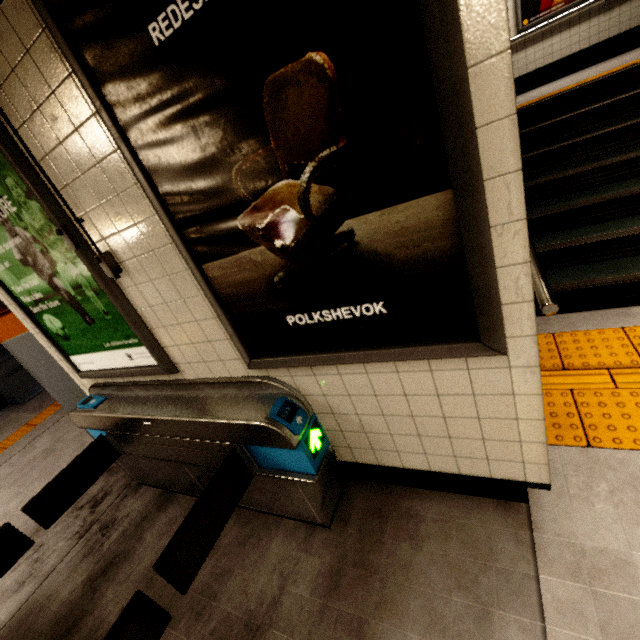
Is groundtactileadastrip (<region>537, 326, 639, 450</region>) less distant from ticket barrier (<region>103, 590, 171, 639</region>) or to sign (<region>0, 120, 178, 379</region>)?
ticket barrier (<region>103, 590, 171, 639</region>)

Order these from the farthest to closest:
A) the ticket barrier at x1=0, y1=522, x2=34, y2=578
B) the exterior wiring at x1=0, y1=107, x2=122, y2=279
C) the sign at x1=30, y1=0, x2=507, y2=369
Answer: the ticket barrier at x1=0, y1=522, x2=34, y2=578 < the exterior wiring at x1=0, y1=107, x2=122, y2=279 < the sign at x1=30, y1=0, x2=507, y2=369

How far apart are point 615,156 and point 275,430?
4.38m

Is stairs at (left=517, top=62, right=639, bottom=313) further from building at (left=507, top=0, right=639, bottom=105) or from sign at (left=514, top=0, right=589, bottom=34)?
sign at (left=514, top=0, right=589, bottom=34)

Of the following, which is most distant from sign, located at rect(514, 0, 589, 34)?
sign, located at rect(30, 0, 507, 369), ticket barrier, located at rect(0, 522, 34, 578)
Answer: ticket barrier, located at rect(0, 522, 34, 578)

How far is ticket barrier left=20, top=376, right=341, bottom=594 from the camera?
1.7 meters

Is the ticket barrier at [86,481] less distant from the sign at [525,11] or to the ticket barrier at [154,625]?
the ticket barrier at [154,625]

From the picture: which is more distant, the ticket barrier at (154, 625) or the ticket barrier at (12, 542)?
the ticket barrier at (12, 542)
